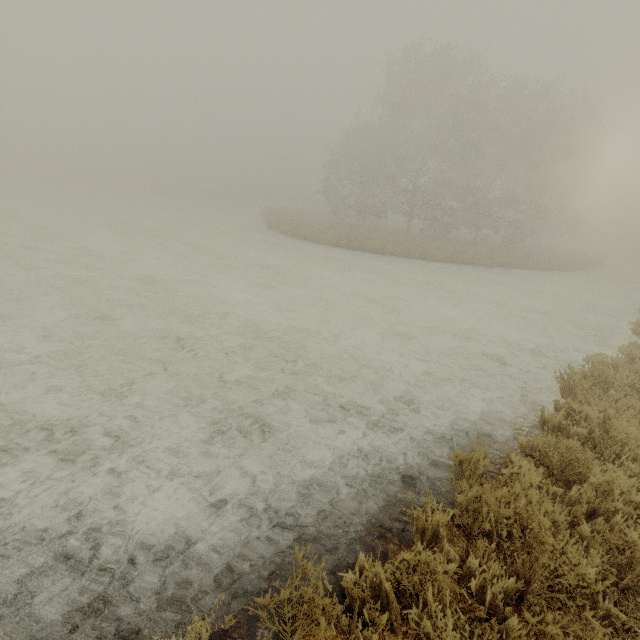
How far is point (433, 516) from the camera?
3.2 meters
